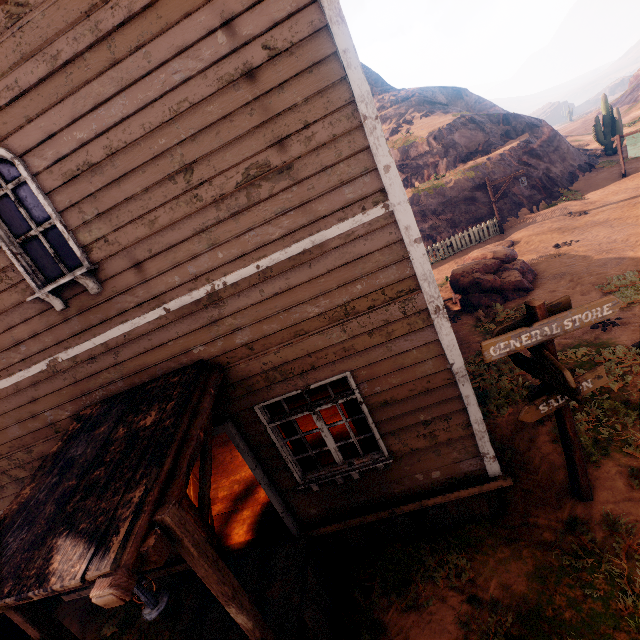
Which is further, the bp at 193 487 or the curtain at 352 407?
the bp at 193 487

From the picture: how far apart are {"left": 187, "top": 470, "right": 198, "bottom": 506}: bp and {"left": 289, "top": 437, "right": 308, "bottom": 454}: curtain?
2.2m

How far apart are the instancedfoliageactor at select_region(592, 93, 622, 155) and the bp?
31.77m

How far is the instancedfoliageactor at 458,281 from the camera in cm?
1077

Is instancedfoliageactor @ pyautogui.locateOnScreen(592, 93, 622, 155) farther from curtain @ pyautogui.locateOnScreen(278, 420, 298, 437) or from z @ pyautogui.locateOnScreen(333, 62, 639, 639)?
curtain @ pyautogui.locateOnScreen(278, 420, 298, 437)

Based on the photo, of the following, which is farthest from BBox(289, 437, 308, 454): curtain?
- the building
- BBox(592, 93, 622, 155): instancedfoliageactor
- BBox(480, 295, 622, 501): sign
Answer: BBox(592, 93, 622, 155): instancedfoliageactor

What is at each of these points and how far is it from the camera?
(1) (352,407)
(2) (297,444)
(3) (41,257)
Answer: (1) curtain, 4.50m
(2) curtain, 4.77m
(3) curtain, 4.06m

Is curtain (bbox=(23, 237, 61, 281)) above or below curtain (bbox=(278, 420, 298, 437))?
above
